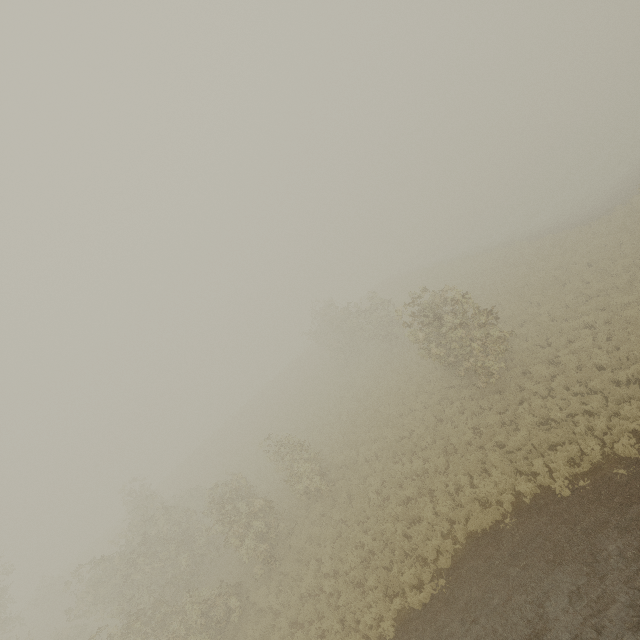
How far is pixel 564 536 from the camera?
9.7 meters
